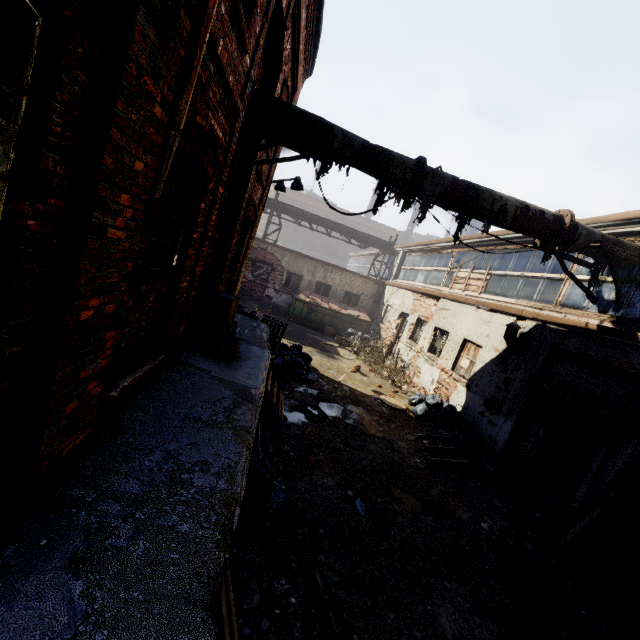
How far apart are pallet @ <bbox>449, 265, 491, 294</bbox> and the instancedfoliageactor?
7.7 meters

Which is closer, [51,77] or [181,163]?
[51,77]

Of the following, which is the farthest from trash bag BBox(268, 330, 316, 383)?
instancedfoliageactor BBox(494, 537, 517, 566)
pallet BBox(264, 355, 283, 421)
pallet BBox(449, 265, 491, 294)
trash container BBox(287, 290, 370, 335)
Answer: pallet BBox(449, 265, 491, 294)

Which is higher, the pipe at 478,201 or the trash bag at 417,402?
the pipe at 478,201

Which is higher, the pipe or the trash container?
the pipe

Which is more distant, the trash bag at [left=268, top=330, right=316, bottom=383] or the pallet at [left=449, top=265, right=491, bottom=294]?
the pallet at [left=449, top=265, right=491, bottom=294]

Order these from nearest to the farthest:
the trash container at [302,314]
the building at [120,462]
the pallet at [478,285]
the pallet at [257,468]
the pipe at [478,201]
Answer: the building at [120,462]
the pallet at [257,468]
the pipe at [478,201]
the pallet at [478,285]
the trash container at [302,314]

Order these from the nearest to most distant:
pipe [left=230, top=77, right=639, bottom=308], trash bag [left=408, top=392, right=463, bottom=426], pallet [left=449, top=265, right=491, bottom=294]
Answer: pipe [left=230, top=77, right=639, bottom=308], trash bag [left=408, top=392, right=463, bottom=426], pallet [left=449, top=265, right=491, bottom=294]
